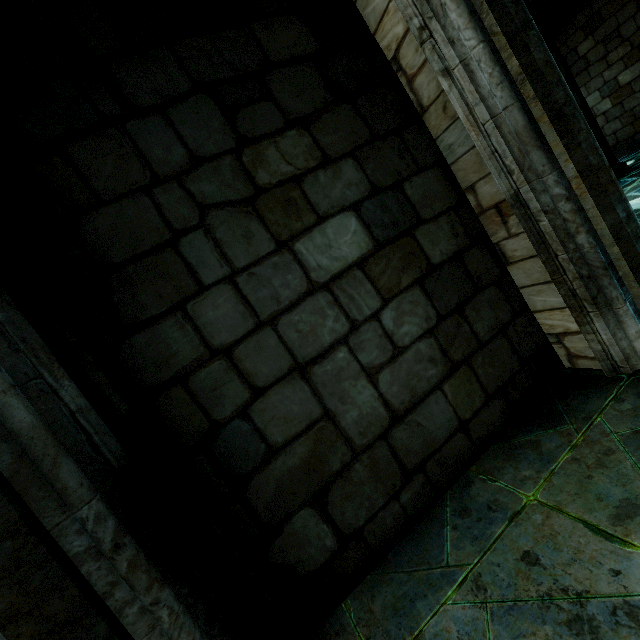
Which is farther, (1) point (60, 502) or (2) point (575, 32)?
(2) point (575, 32)
